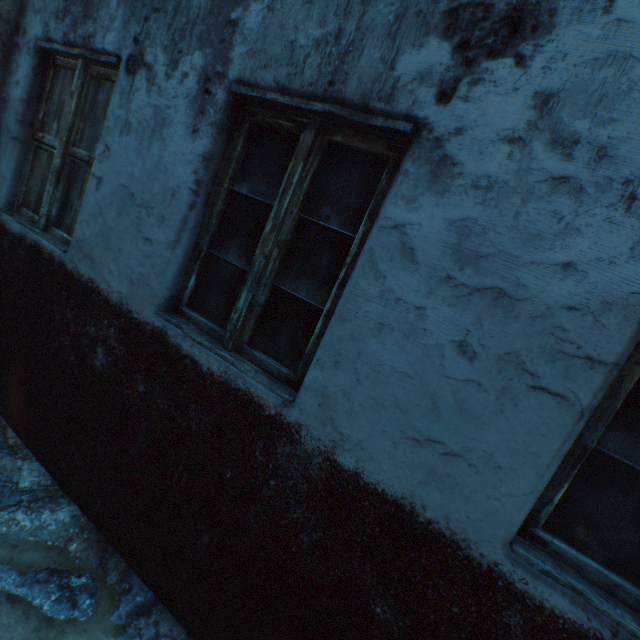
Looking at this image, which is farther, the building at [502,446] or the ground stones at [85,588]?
the ground stones at [85,588]

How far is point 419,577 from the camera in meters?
1.3 m

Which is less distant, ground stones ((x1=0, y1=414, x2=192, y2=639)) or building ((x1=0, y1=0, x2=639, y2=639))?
building ((x1=0, y1=0, x2=639, y2=639))

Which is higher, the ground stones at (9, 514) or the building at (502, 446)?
the building at (502, 446)

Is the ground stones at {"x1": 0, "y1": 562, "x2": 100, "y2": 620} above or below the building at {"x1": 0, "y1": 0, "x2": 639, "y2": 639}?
below
